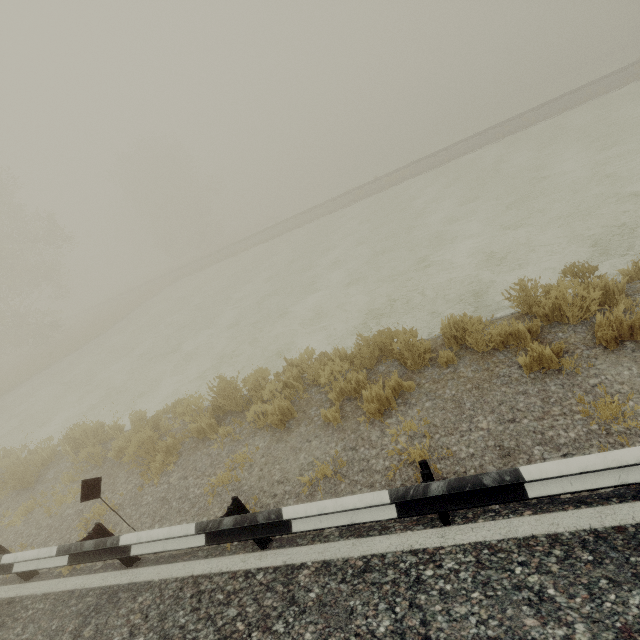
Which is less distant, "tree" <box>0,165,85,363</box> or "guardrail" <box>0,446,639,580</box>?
"guardrail" <box>0,446,639,580</box>

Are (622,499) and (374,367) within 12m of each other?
yes

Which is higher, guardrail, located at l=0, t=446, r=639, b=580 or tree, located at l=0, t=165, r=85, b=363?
tree, located at l=0, t=165, r=85, b=363

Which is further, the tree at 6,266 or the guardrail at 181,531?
the tree at 6,266

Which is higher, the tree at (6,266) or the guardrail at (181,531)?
the tree at (6,266)
